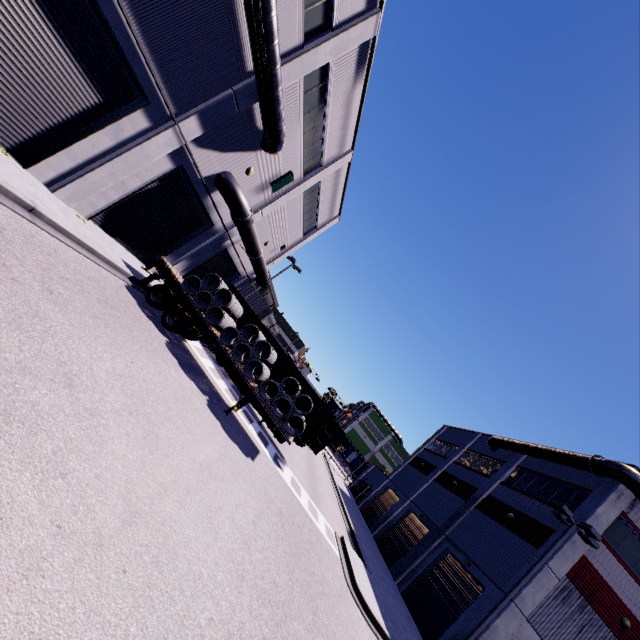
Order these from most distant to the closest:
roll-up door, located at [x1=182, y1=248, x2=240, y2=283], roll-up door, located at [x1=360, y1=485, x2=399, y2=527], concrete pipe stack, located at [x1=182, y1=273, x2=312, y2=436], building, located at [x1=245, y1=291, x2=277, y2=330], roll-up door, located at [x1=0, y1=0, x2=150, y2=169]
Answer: building, located at [x1=245, y1=291, x2=277, y2=330], roll-up door, located at [x1=360, y1=485, x2=399, y2=527], roll-up door, located at [x1=182, y1=248, x2=240, y2=283], concrete pipe stack, located at [x1=182, y1=273, x2=312, y2=436], roll-up door, located at [x1=0, y1=0, x2=150, y2=169]

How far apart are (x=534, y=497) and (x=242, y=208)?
25.5 meters

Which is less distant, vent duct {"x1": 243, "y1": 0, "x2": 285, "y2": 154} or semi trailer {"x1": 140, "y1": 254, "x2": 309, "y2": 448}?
vent duct {"x1": 243, "y1": 0, "x2": 285, "y2": 154}

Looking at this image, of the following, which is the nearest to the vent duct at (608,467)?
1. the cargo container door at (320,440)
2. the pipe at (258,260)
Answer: the pipe at (258,260)

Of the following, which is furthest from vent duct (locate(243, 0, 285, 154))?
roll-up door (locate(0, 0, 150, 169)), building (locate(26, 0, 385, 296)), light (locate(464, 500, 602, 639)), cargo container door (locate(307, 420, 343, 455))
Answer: cargo container door (locate(307, 420, 343, 455))

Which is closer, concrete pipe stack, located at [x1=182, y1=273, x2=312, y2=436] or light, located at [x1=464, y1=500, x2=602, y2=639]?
concrete pipe stack, located at [x1=182, y1=273, x2=312, y2=436]

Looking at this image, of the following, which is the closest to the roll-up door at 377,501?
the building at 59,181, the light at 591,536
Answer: the building at 59,181

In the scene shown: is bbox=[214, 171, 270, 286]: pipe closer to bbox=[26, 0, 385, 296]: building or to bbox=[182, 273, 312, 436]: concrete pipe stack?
bbox=[26, 0, 385, 296]: building
